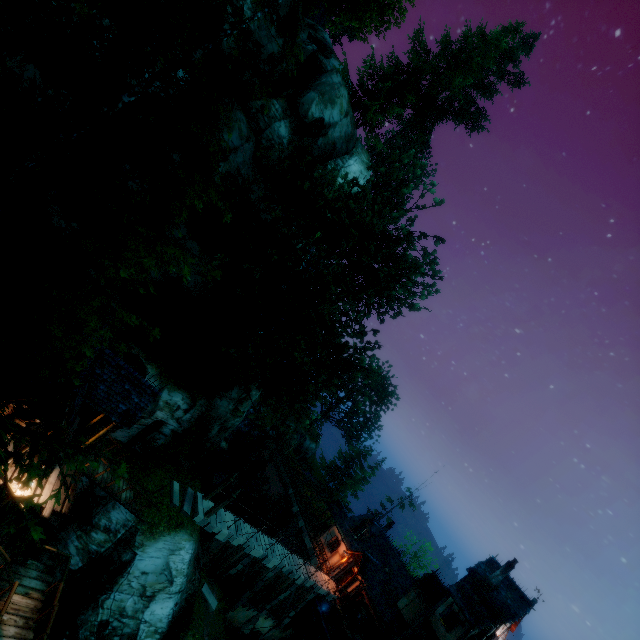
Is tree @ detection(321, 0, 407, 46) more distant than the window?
No

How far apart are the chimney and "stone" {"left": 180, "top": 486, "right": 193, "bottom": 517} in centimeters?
2465cm

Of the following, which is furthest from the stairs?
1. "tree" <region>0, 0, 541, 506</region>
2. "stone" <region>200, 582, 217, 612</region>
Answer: "stone" <region>200, 582, 217, 612</region>

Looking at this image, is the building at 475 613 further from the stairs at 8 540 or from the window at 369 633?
the stairs at 8 540

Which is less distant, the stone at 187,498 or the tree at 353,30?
the stone at 187,498

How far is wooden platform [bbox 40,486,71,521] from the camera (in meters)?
11.89

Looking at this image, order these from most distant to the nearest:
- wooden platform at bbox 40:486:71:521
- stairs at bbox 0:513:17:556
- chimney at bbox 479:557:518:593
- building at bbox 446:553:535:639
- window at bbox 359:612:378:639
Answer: window at bbox 359:612:378:639, chimney at bbox 479:557:518:593, building at bbox 446:553:535:639, wooden platform at bbox 40:486:71:521, stairs at bbox 0:513:17:556

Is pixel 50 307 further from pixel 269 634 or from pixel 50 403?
pixel 269 634
